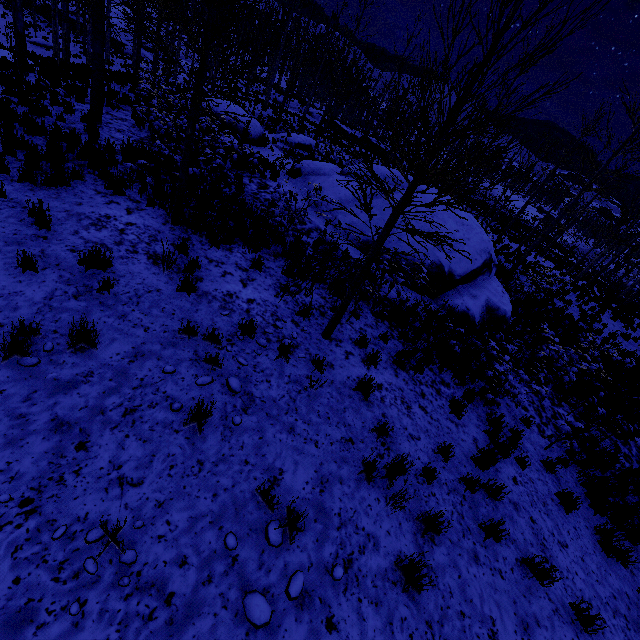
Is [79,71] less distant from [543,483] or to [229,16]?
[229,16]

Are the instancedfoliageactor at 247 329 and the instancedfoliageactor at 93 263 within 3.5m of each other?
yes

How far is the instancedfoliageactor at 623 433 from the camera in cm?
774

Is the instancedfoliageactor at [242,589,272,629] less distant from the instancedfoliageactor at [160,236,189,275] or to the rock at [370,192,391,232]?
the instancedfoliageactor at [160,236,189,275]

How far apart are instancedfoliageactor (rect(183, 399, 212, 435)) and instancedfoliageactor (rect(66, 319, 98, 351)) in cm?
147

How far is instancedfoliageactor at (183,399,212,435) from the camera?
3.8m

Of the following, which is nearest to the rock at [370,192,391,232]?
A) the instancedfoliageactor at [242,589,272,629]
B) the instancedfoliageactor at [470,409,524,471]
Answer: the instancedfoliageactor at [470,409,524,471]

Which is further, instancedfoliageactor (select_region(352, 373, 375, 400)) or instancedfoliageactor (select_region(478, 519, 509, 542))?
instancedfoliageactor (select_region(352, 373, 375, 400))
